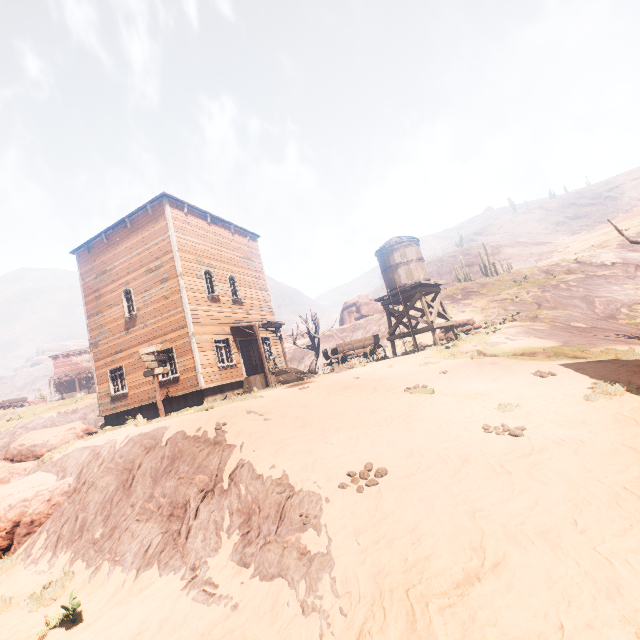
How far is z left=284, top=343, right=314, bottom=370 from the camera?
39.5m

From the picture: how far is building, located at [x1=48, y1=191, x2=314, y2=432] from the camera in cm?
1619

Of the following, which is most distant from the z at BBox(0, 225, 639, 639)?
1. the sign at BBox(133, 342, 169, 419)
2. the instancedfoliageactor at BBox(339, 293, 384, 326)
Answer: the instancedfoliageactor at BBox(339, 293, 384, 326)

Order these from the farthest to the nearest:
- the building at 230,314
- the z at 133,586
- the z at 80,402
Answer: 1. the z at 80,402
2. the building at 230,314
3. the z at 133,586

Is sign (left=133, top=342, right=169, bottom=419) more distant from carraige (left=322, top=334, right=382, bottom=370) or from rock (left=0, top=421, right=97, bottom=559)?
carraige (left=322, top=334, right=382, bottom=370)

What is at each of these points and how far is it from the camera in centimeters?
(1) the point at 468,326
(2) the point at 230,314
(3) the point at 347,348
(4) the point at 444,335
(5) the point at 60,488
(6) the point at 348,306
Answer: (1) instancedfoliageactor, 2008cm
(2) building, 1880cm
(3) carraige, 1838cm
(4) instancedfoliageactor, 2102cm
(5) rock, 913cm
(6) instancedfoliageactor, 5184cm

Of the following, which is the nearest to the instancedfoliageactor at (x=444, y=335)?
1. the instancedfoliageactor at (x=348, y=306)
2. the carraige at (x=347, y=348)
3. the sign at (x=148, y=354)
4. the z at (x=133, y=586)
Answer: the z at (x=133, y=586)

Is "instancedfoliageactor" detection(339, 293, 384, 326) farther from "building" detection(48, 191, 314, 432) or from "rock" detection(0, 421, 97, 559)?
"rock" detection(0, 421, 97, 559)
